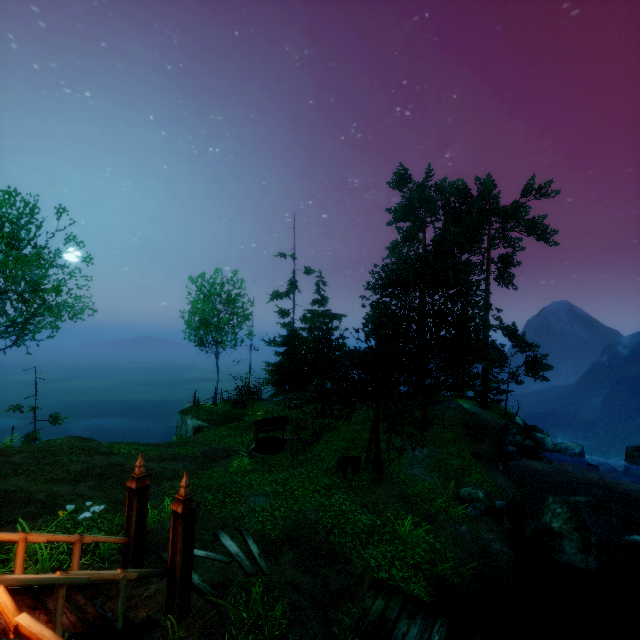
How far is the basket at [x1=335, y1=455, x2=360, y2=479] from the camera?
13.3m

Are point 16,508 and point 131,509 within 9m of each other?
yes

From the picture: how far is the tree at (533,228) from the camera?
14.4 meters

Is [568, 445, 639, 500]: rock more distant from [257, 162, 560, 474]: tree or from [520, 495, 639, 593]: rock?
[520, 495, 639, 593]: rock

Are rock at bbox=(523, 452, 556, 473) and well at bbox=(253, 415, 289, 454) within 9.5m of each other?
no

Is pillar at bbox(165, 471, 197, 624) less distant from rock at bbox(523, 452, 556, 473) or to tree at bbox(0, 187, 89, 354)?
tree at bbox(0, 187, 89, 354)

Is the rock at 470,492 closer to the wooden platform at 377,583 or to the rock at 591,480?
the wooden platform at 377,583

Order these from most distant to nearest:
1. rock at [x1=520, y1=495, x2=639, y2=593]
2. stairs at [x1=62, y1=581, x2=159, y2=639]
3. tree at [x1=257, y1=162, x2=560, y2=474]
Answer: tree at [x1=257, y1=162, x2=560, y2=474] < rock at [x1=520, y1=495, x2=639, y2=593] < stairs at [x1=62, y1=581, x2=159, y2=639]
